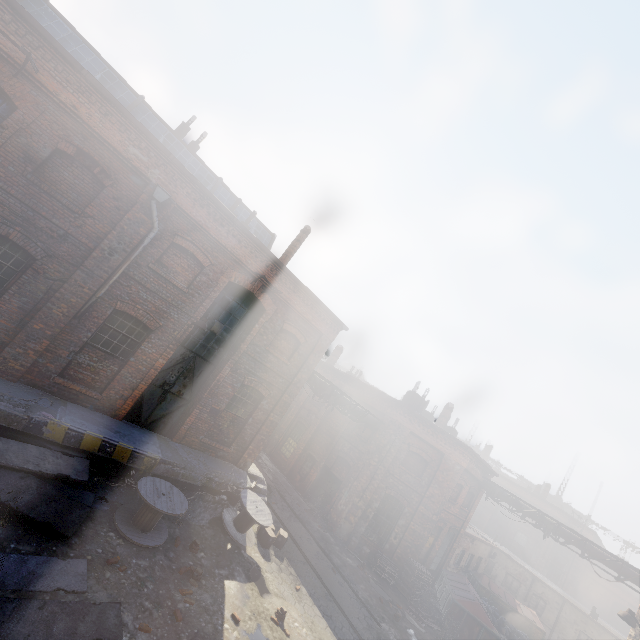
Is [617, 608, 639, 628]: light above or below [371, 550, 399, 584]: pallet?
above

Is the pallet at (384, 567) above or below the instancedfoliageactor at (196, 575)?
above

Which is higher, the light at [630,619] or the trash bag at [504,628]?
the light at [630,619]

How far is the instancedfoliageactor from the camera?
7.99m

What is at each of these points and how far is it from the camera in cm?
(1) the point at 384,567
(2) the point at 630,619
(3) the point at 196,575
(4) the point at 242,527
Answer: (1) pallet, 1602
(2) light, 945
(3) instancedfoliageactor, 812
(4) spool, 1106

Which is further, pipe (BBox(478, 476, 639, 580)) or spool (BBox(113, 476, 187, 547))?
pipe (BBox(478, 476, 639, 580))

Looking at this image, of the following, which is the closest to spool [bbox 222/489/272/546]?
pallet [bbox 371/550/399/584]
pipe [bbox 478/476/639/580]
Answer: pallet [bbox 371/550/399/584]

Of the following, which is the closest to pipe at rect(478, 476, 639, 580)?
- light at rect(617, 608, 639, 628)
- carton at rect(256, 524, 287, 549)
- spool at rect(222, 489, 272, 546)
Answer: light at rect(617, 608, 639, 628)
